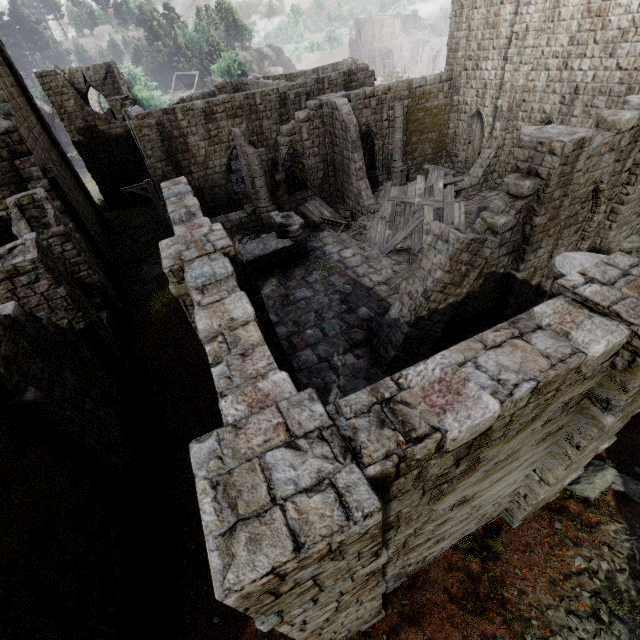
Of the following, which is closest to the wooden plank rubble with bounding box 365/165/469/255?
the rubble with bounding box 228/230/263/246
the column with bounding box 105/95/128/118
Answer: the rubble with bounding box 228/230/263/246

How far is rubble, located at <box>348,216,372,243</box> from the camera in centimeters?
1796cm

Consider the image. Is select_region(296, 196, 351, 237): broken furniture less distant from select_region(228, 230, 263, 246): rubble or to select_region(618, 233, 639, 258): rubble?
select_region(228, 230, 263, 246): rubble

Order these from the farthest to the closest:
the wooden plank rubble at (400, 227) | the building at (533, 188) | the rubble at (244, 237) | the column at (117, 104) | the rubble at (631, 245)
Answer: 1. the column at (117, 104)
2. the rubble at (244, 237)
3. the wooden plank rubble at (400, 227)
4. the rubble at (631, 245)
5. the building at (533, 188)

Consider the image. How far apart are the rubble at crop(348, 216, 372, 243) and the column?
24.7 meters

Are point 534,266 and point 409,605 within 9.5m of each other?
no

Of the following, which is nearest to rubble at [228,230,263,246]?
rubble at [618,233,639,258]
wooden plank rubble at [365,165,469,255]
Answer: wooden plank rubble at [365,165,469,255]

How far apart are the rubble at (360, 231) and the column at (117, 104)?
24.7 meters
